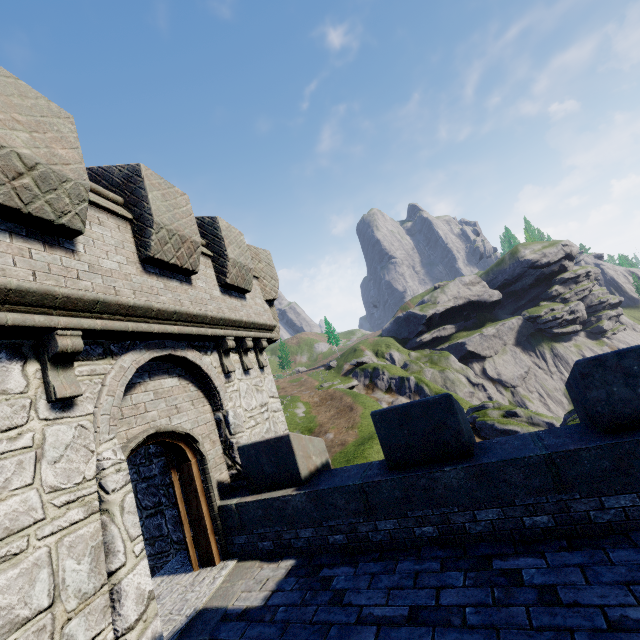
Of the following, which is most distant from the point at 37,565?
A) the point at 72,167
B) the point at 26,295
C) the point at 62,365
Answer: the point at 72,167
